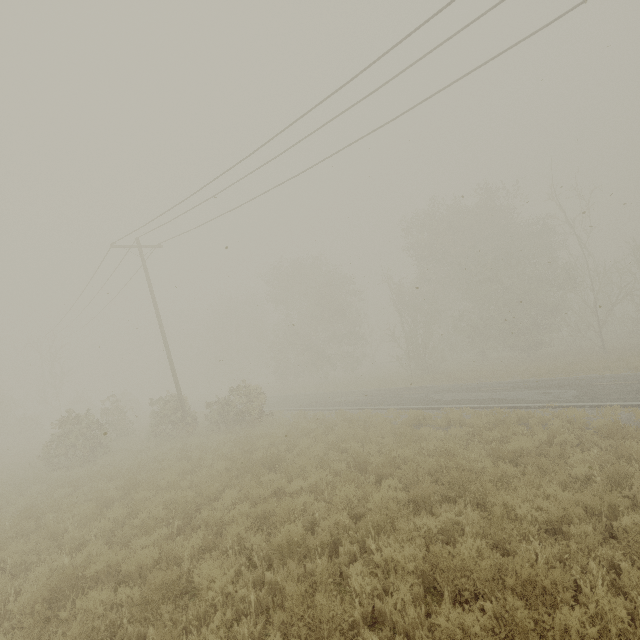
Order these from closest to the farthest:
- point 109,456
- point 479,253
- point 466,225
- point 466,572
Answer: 1. point 466,572
2. point 109,456
3. point 479,253
4. point 466,225
